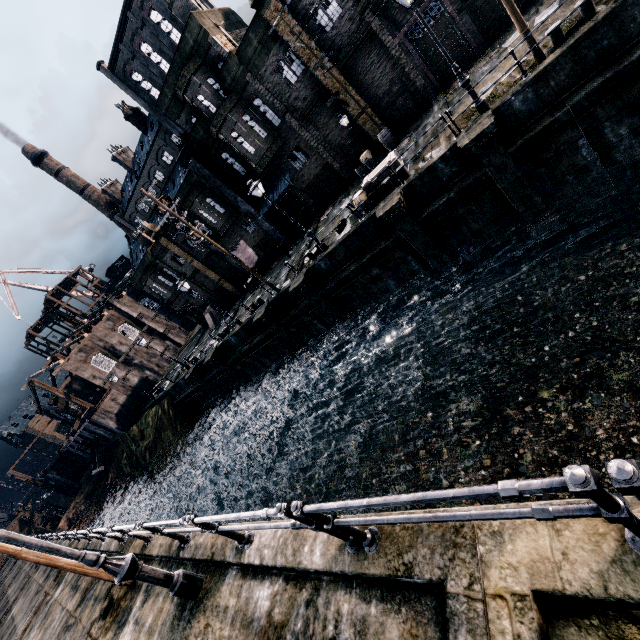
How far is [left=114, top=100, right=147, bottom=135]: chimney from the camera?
56.2m

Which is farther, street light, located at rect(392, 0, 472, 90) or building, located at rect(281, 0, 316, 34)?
building, located at rect(281, 0, 316, 34)

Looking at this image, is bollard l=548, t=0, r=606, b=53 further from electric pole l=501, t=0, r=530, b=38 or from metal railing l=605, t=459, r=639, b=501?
metal railing l=605, t=459, r=639, b=501

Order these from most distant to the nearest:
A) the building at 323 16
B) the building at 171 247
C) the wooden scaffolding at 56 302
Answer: the wooden scaffolding at 56 302 < the building at 171 247 < the building at 323 16

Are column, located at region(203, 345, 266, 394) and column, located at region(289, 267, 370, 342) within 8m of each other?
no

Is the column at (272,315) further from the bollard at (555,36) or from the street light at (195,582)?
the bollard at (555,36)

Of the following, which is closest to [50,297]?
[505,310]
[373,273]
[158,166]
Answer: [158,166]

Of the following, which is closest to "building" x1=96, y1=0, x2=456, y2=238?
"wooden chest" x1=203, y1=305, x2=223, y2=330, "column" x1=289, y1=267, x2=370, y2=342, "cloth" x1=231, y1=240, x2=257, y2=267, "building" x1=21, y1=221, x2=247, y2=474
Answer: "cloth" x1=231, y1=240, x2=257, y2=267
